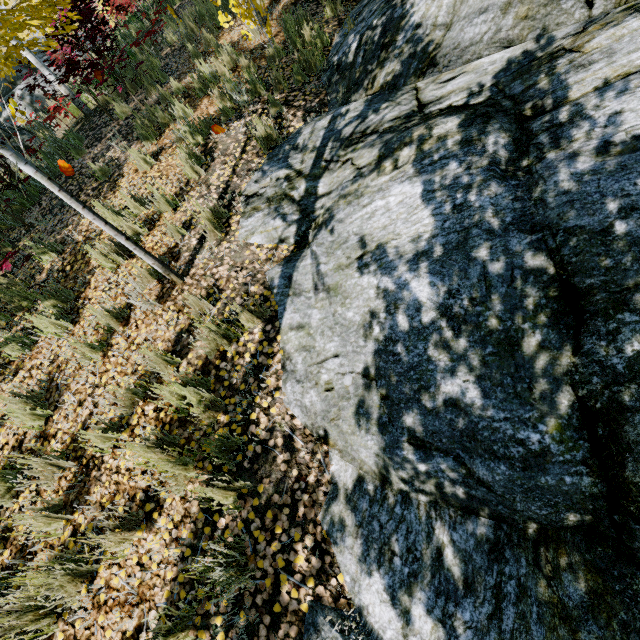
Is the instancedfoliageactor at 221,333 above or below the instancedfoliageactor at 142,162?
below

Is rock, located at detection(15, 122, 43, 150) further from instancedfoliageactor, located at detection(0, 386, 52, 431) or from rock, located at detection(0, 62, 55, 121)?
rock, located at detection(0, 62, 55, 121)

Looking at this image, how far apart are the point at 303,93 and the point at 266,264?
3.2 meters

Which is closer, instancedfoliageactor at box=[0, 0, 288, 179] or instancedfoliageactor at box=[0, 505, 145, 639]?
instancedfoliageactor at box=[0, 505, 145, 639]

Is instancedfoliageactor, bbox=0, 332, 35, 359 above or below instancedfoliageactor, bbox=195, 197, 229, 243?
above

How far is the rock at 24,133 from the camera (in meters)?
7.51
